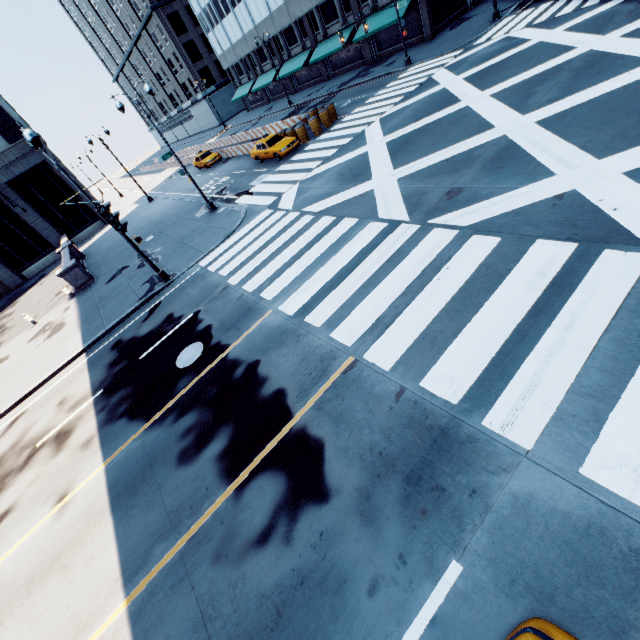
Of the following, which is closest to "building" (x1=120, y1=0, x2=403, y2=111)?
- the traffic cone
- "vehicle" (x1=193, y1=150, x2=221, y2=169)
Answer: the traffic cone

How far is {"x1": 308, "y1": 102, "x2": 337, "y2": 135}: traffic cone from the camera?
23.7 meters

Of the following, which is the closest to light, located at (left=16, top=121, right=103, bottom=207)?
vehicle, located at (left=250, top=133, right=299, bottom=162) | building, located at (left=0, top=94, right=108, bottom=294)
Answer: vehicle, located at (left=250, top=133, right=299, bottom=162)

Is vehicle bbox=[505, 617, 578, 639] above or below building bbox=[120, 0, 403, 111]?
below

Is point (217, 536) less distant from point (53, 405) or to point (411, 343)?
point (411, 343)

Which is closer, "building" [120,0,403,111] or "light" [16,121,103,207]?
"light" [16,121,103,207]

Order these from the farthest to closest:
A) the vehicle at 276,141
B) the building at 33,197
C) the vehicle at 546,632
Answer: the building at 33,197
the vehicle at 276,141
the vehicle at 546,632

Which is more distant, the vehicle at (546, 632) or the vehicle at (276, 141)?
the vehicle at (276, 141)
